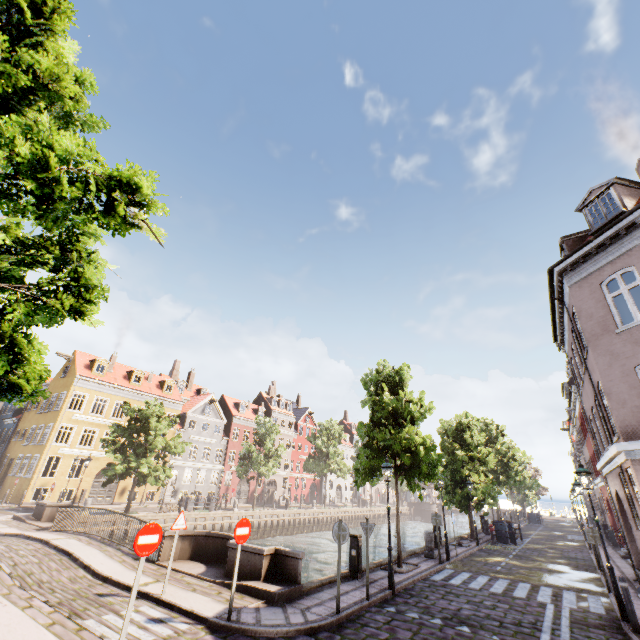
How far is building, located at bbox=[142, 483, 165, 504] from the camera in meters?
34.1

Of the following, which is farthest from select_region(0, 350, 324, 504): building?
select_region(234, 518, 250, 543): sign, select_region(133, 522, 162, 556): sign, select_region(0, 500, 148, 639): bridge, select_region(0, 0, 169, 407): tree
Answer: select_region(133, 522, 162, 556): sign

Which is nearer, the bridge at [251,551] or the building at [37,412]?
the bridge at [251,551]

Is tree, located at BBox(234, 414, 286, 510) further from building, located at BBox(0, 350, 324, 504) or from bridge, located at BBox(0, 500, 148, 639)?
building, located at BBox(0, 350, 324, 504)

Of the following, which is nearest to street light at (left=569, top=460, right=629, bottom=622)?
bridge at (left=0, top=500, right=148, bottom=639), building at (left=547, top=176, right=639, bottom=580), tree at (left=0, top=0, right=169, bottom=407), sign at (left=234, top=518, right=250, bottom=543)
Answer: tree at (left=0, top=0, right=169, bottom=407)

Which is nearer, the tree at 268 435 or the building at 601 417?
the building at 601 417

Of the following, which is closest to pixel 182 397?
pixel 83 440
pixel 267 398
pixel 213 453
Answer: pixel 213 453

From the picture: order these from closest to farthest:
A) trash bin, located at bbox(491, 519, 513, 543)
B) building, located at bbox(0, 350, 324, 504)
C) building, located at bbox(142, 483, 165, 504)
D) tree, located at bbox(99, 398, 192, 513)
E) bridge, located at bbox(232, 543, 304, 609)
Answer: bridge, located at bbox(232, 543, 304, 609) → trash bin, located at bbox(491, 519, 513, 543) → tree, located at bbox(99, 398, 192, 513) → building, located at bbox(0, 350, 324, 504) → building, located at bbox(142, 483, 165, 504)
